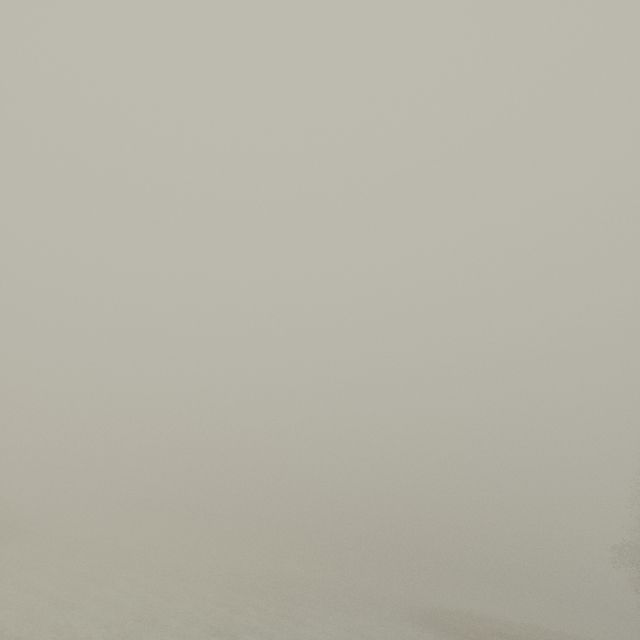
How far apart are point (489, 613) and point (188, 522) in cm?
4972
